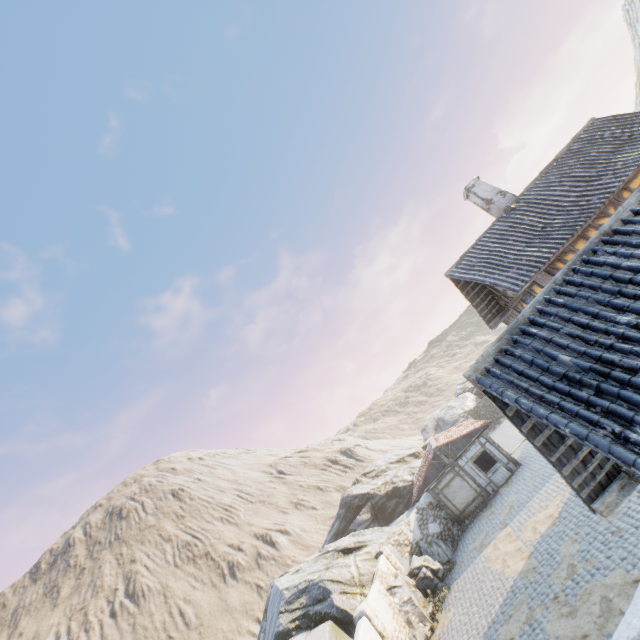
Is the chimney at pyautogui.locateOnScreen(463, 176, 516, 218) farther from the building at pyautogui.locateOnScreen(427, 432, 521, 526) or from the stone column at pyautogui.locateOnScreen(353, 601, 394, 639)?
the stone column at pyautogui.locateOnScreen(353, 601, 394, 639)

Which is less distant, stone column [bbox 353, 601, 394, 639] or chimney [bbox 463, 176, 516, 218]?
stone column [bbox 353, 601, 394, 639]

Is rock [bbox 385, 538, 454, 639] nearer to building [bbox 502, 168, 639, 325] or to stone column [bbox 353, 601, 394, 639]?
stone column [bbox 353, 601, 394, 639]

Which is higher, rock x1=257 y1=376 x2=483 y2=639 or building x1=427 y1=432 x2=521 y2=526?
rock x1=257 y1=376 x2=483 y2=639

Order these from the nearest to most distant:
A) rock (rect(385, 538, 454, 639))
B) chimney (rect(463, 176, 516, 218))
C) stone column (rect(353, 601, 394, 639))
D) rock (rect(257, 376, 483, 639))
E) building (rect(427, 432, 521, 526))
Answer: stone column (rect(353, 601, 394, 639)), rock (rect(385, 538, 454, 639)), chimney (rect(463, 176, 516, 218)), rock (rect(257, 376, 483, 639)), building (rect(427, 432, 521, 526))

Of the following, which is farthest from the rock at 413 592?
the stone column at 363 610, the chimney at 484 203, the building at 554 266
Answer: the chimney at 484 203

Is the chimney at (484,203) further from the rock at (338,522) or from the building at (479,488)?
the rock at (338,522)

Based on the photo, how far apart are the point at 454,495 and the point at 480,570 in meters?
7.0 m
